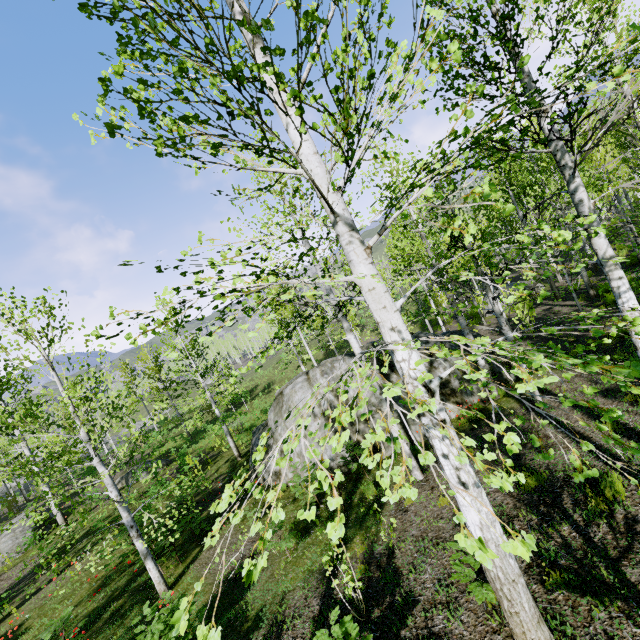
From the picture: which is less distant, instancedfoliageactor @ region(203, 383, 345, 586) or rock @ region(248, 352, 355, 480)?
instancedfoliageactor @ region(203, 383, 345, 586)

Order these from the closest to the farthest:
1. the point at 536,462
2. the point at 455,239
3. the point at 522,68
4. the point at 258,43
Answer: the point at 258,43 < the point at 522,68 < the point at 536,462 < the point at 455,239

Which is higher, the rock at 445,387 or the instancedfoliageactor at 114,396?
the instancedfoliageactor at 114,396

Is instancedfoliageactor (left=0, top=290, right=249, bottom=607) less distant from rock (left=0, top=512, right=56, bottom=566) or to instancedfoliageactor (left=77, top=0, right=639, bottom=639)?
rock (left=0, top=512, right=56, bottom=566)

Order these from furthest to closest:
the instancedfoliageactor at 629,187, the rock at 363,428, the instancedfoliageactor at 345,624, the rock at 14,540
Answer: the rock at 14,540
the rock at 363,428
the instancedfoliageactor at 345,624
the instancedfoliageactor at 629,187

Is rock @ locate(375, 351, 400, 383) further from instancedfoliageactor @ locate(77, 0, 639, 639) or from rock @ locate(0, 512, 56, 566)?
rock @ locate(0, 512, 56, 566)

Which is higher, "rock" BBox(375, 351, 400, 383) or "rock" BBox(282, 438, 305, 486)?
"rock" BBox(375, 351, 400, 383)

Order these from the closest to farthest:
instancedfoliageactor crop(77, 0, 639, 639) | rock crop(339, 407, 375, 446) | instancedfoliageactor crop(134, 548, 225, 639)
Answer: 1. instancedfoliageactor crop(134, 548, 225, 639)
2. instancedfoliageactor crop(77, 0, 639, 639)
3. rock crop(339, 407, 375, 446)
